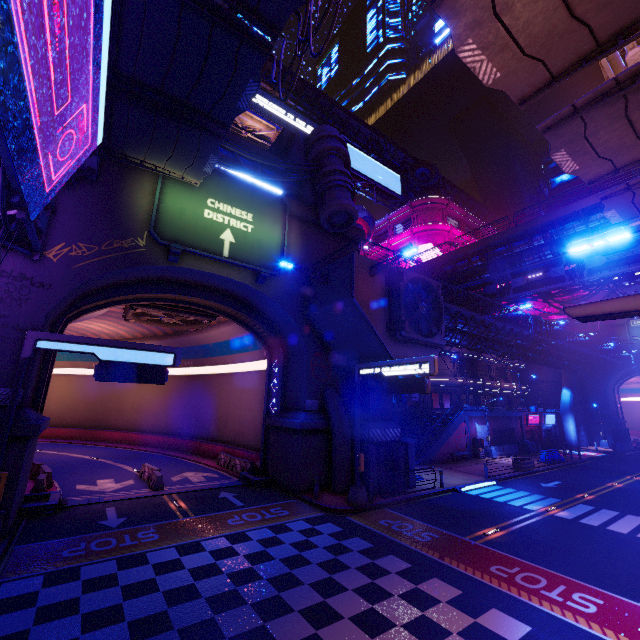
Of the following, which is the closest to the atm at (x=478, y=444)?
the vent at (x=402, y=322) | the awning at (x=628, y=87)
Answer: the vent at (x=402, y=322)

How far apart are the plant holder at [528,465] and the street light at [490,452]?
5.1m

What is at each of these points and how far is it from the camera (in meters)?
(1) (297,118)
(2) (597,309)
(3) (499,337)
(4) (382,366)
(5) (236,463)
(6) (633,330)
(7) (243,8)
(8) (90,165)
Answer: (1) sign, 43.84
(2) street light, 3.33
(3) walkway, 29.44
(4) sign, 16.84
(5) fence, 23.66
(6) sign, 45.94
(7) awning, 8.96
(8) walkway, 14.48

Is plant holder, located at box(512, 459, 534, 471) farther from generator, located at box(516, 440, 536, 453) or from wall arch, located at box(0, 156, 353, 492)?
wall arch, located at box(0, 156, 353, 492)

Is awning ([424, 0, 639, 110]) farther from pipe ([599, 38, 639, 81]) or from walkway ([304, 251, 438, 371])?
pipe ([599, 38, 639, 81])

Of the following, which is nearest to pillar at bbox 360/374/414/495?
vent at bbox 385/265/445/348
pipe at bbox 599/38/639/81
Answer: vent at bbox 385/265/445/348

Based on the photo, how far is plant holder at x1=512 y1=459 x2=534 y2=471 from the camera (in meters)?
26.66

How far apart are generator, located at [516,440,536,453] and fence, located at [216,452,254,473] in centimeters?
3214cm
